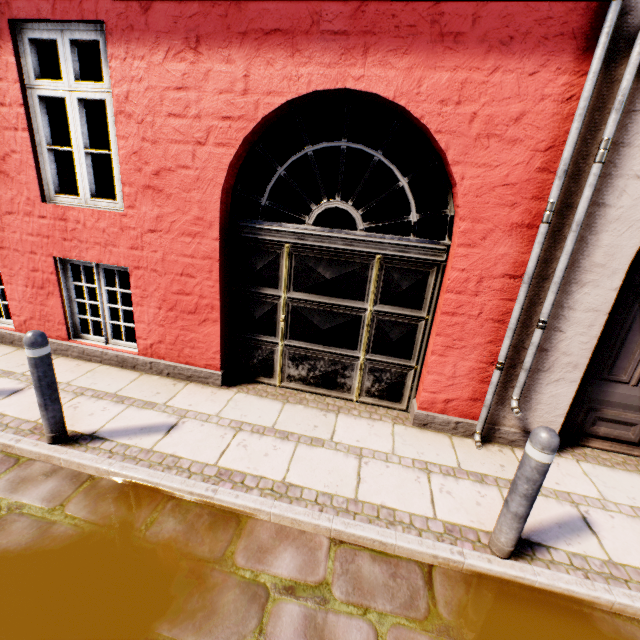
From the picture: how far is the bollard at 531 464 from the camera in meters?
2.1

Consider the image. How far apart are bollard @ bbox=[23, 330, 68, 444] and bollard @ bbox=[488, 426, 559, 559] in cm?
385

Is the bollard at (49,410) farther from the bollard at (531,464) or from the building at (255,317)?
the bollard at (531,464)

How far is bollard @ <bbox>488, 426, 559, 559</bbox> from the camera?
2.07m

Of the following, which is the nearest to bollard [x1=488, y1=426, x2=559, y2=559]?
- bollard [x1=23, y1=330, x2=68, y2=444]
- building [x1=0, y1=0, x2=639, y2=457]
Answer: building [x1=0, y1=0, x2=639, y2=457]

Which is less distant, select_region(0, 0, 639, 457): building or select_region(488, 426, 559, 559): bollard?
select_region(488, 426, 559, 559): bollard

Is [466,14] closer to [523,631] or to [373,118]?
[523,631]

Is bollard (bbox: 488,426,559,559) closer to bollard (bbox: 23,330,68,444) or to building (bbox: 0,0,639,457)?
building (bbox: 0,0,639,457)
